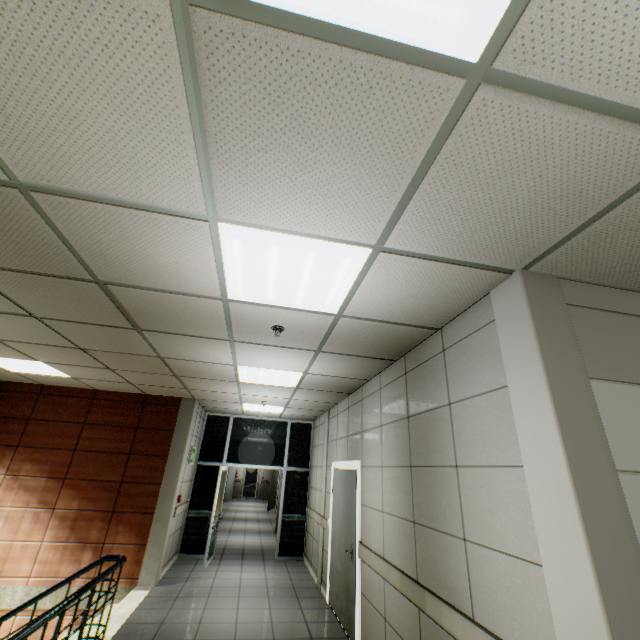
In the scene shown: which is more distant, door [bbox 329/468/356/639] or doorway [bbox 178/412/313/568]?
doorway [bbox 178/412/313/568]

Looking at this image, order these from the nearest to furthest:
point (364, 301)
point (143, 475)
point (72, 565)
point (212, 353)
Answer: point (364, 301) < point (212, 353) < point (72, 565) < point (143, 475)

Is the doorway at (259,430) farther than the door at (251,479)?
No

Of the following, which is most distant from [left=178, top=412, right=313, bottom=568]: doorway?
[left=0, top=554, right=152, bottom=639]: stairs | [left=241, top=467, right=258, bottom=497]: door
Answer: [left=241, top=467, right=258, bottom=497]: door

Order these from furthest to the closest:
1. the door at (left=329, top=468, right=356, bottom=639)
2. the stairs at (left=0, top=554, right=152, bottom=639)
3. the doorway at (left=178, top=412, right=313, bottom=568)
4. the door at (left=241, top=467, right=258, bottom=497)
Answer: the door at (left=241, top=467, right=258, bottom=497)
the doorway at (left=178, top=412, right=313, bottom=568)
the door at (left=329, top=468, right=356, bottom=639)
the stairs at (left=0, top=554, right=152, bottom=639)

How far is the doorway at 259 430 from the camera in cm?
763

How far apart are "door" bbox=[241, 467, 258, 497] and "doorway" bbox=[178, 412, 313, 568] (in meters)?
16.02

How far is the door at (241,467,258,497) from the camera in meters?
22.2
